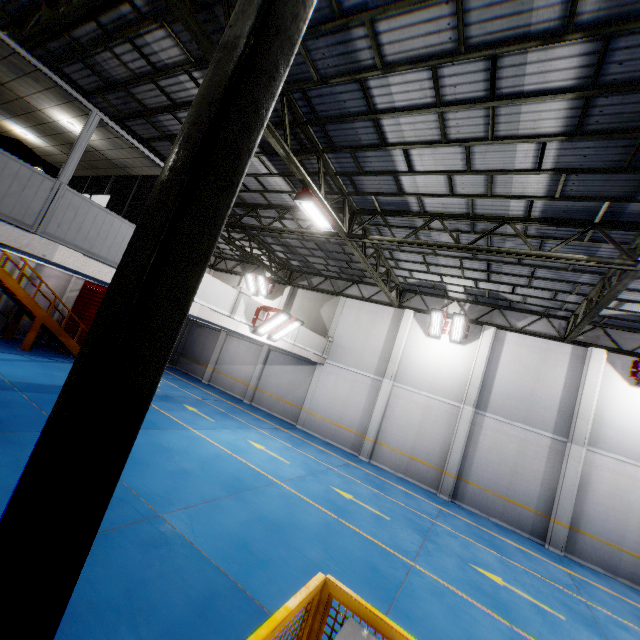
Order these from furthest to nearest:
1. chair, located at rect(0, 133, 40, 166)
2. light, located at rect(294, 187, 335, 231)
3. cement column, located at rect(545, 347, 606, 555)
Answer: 1. cement column, located at rect(545, 347, 606, 555)
2. light, located at rect(294, 187, 335, 231)
3. chair, located at rect(0, 133, 40, 166)

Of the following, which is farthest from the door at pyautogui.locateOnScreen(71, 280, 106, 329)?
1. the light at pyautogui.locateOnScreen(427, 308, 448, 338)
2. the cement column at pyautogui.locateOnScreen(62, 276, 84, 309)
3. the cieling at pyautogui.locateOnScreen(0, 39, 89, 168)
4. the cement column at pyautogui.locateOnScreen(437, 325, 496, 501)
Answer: the cement column at pyautogui.locateOnScreen(437, 325, 496, 501)

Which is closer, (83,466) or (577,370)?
(83,466)

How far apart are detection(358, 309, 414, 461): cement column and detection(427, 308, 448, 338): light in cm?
87

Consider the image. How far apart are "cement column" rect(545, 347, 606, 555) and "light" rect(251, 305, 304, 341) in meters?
11.9 m

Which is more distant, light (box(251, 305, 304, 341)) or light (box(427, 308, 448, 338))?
light (box(427, 308, 448, 338))

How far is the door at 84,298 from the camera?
18.1m

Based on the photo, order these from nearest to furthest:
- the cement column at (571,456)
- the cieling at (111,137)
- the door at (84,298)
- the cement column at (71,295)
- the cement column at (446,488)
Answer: the cieling at (111,137), the cement column at (571,456), the cement column at (446,488), the cement column at (71,295), the door at (84,298)
